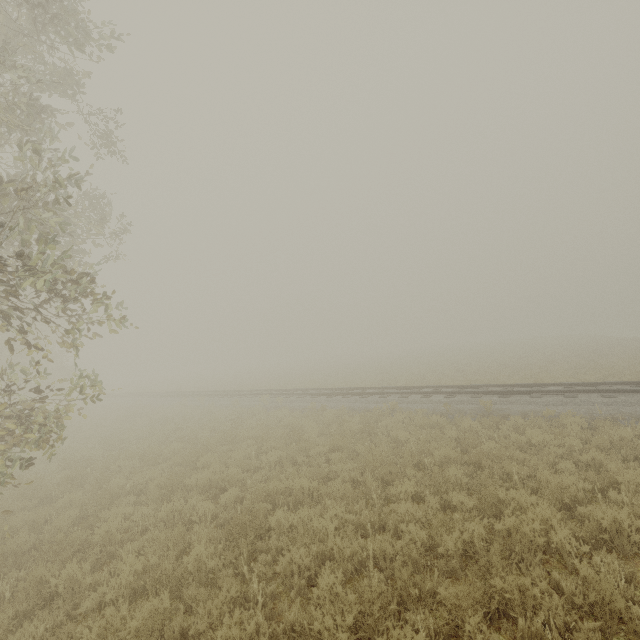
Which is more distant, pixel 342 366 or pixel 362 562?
pixel 342 366
